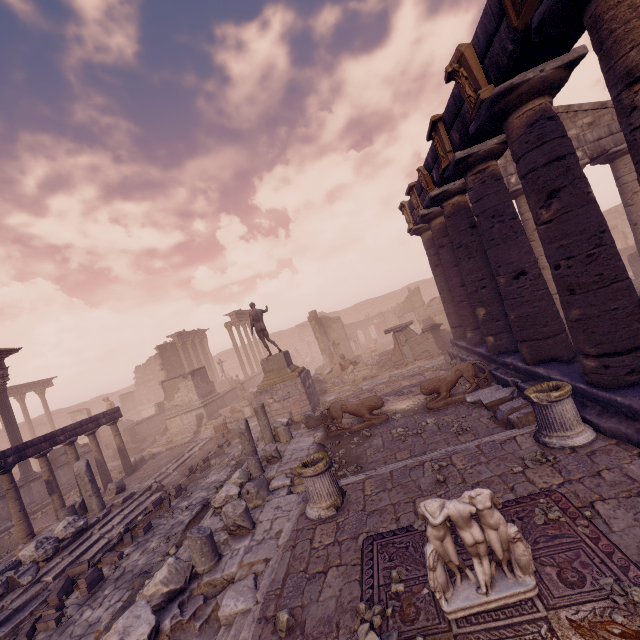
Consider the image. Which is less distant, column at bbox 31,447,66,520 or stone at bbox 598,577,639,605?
stone at bbox 598,577,639,605

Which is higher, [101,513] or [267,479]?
[101,513]

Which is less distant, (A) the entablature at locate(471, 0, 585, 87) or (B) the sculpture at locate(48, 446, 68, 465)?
(A) the entablature at locate(471, 0, 585, 87)

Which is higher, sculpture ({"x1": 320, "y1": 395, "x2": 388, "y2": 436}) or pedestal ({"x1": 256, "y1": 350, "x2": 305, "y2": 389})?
pedestal ({"x1": 256, "y1": 350, "x2": 305, "y2": 389})

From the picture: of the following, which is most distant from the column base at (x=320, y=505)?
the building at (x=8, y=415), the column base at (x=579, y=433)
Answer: the building at (x=8, y=415)

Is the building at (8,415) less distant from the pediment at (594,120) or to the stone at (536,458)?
the stone at (536,458)

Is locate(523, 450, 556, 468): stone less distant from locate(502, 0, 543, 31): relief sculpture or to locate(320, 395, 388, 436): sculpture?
locate(320, 395, 388, 436): sculpture

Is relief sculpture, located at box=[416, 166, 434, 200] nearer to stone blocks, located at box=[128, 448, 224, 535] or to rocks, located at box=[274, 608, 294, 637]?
rocks, located at box=[274, 608, 294, 637]
